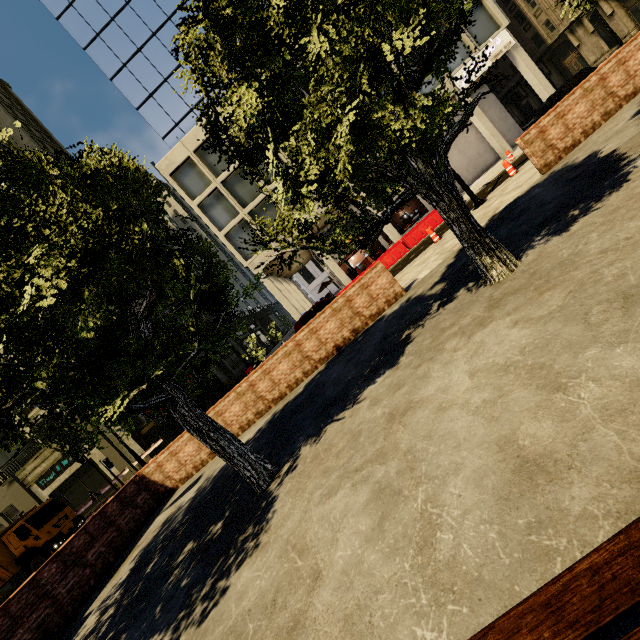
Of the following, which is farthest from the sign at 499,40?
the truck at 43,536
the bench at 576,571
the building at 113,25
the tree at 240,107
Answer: the truck at 43,536

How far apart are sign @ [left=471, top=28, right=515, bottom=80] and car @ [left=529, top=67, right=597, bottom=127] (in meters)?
7.28

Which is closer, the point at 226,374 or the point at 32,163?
the point at 32,163

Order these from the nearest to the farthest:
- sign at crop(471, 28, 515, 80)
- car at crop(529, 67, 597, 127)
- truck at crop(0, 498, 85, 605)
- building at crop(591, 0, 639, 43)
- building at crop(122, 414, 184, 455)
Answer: car at crop(529, 67, 597, 127) < truck at crop(0, 498, 85, 605) < sign at crop(471, 28, 515, 80) < building at crop(122, 414, 184, 455) < building at crop(591, 0, 639, 43)

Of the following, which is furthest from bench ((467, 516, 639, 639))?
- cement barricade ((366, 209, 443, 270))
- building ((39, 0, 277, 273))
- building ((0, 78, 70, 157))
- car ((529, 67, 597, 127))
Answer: building ((0, 78, 70, 157))

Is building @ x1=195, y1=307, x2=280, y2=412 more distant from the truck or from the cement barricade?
the cement barricade

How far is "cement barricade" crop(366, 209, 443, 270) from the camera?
19.4m

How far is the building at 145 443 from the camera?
25.1m
